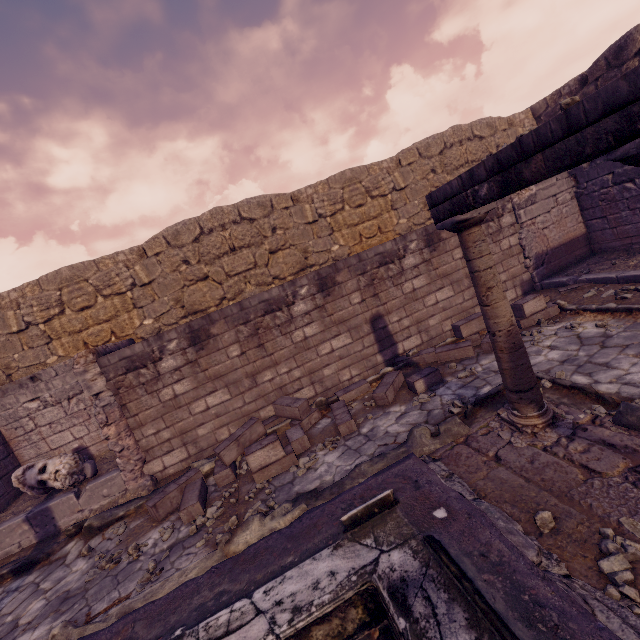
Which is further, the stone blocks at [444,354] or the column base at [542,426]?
the stone blocks at [444,354]

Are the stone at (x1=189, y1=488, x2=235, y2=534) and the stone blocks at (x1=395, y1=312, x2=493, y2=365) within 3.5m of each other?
no

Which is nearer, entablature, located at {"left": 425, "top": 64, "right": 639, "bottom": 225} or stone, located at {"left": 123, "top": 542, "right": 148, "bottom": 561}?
entablature, located at {"left": 425, "top": 64, "right": 639, "bottom": 225}

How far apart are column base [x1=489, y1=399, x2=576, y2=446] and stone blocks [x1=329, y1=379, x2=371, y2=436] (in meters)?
1.55

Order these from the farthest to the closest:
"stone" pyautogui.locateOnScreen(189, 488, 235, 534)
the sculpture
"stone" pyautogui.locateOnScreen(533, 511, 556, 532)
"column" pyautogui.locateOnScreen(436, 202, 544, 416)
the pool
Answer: the sculpture → "stone" pyautogui.locateOnScreen(189, 488, 235, 534) → "column" pyautogui.locateOnScreen(436, 202, 544, 416) → "stone" pyautogui.locateOnScreen(533, 511, 556, 532) → the pool

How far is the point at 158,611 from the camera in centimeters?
260cm

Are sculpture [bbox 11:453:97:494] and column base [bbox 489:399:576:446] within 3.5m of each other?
no

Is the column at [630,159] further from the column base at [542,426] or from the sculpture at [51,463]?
the sculpture at [51,463]
